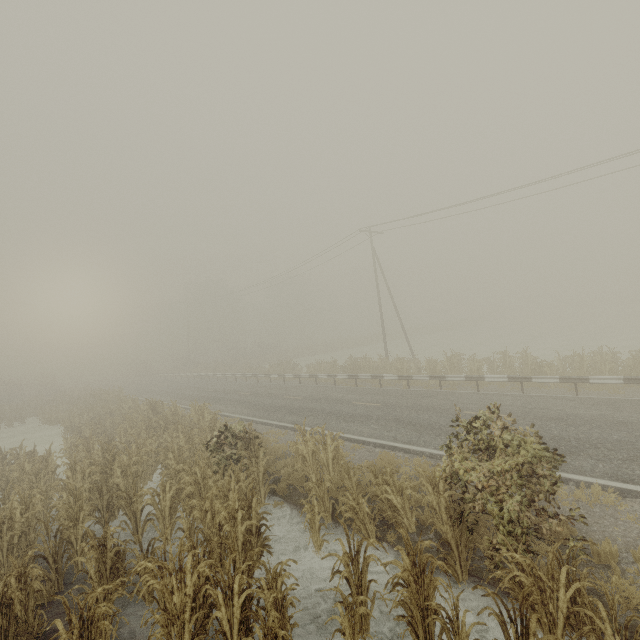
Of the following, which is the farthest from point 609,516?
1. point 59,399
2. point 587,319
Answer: point 587,319

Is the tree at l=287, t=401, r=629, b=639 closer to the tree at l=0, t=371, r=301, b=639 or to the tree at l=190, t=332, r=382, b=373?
the tree at l=190, t=332, r=382, b=373

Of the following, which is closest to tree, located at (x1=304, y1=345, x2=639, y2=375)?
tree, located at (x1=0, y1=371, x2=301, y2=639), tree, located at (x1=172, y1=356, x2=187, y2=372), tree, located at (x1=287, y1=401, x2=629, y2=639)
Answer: tree, located at (x1=0, y1=371, x2=301, y2=639)

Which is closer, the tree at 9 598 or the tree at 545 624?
the tree at 545 624

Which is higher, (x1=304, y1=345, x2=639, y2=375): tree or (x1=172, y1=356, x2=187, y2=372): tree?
(x1=172, y1=356, x2=187, y2=372): tree

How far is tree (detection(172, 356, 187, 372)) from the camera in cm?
5471

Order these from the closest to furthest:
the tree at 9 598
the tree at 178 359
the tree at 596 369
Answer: the tree at 9 598 → the tree at 596 369 → the tree at 178 359

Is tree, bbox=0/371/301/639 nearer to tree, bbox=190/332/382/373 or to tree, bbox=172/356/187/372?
tree, bbox=190/332/382/373
